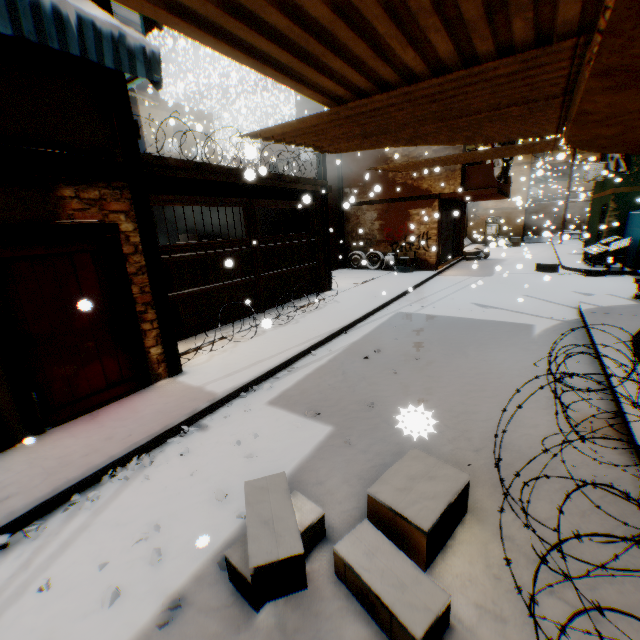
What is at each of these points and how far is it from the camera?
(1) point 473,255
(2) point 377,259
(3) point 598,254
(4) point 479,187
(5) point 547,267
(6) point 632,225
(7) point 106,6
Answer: (1) wheel, 19.1 meters
(2) wheel, 16.0 meters
(3) table, 13.4 meters
(4) balcony, 13.1 meters
(5) cardboard box, 13.7 meters
(6) tent, 12.8 meters
(7) wooden beam, 4.0 meters

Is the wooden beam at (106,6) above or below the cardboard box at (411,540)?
above

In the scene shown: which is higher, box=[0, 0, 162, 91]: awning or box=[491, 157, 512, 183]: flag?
box=[0, 0, 162, 91]: awning

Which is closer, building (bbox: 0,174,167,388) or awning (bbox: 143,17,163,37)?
building (bbox: 0,174,167,388)

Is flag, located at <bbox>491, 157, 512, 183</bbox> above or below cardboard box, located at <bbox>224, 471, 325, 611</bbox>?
above

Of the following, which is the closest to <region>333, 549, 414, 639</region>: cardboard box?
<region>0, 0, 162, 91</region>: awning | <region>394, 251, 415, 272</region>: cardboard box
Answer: <region>0, 0, 162, 91</region>: awning

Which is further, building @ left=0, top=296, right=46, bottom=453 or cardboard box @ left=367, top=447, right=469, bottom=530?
building @ left=0, top=296, right=46, bottom=453

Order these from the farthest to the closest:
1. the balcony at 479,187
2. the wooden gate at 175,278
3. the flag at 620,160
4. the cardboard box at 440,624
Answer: the balcony at 479,187
the flag at 620,160
the wooden gate at 175,278
the cardboard box at 440,624
